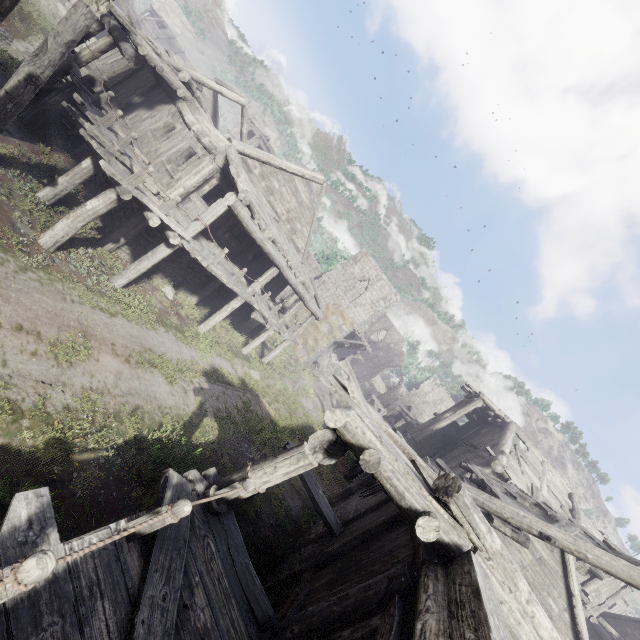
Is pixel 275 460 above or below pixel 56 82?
above

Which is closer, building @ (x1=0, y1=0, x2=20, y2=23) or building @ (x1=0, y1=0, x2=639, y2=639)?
building @ (x1=0, y1=0, x2=639, y2=639)

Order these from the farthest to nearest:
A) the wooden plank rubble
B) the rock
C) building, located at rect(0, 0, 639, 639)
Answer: the rock → the wooden plank rubble → building, located at rect(0, 0, 639, 639)

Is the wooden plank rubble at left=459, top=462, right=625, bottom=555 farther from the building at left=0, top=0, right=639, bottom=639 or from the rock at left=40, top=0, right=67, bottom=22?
the rock at left=40, top=0, right=67, bottom=22

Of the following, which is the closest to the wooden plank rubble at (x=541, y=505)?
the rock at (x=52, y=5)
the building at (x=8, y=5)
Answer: the building at (x=8, y=5)

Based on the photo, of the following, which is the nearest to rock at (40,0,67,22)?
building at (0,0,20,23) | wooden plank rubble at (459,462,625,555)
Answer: building at (0,0,20,23)

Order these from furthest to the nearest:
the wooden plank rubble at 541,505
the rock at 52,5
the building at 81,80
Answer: the rock at 52,5 < the wooden plank rubble at 541,505 < the building at 81,80
